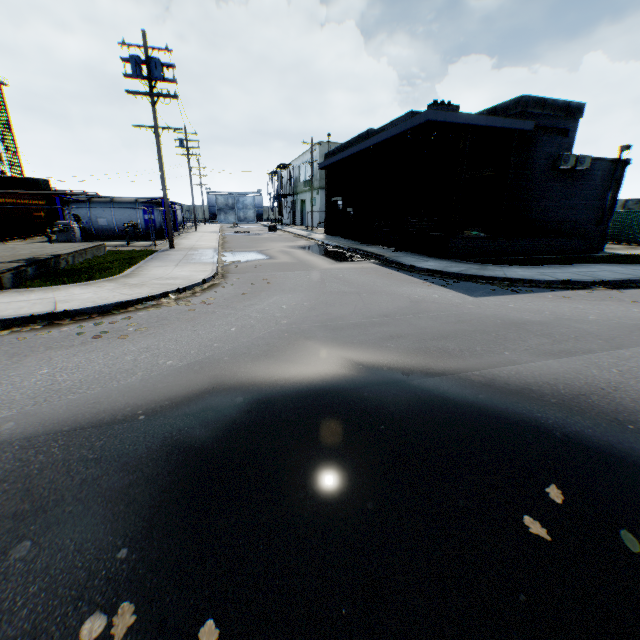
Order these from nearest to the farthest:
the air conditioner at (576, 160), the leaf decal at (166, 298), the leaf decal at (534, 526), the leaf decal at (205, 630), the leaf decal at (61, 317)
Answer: the leaf decal at (205, 630) → the leaf decal at (534, 526) → the leaf decal at (61, 317) → the leaf decal at (166, 298) → the air conditioner at (576, 160)

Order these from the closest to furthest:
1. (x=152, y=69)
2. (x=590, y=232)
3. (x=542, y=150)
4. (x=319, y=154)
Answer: (x=152, y=69), (x=542, y=150), (x=590, y=232), (x=319, y=154)

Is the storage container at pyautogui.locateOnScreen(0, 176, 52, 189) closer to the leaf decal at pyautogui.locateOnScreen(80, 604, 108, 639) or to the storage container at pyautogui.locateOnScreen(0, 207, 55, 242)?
the storage container at pyautogui.locateOnScreen(0, 207, 55, 242)

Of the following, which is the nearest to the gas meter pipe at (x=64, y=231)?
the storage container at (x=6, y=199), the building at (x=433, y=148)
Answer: the storage container at (x=6, y=199)

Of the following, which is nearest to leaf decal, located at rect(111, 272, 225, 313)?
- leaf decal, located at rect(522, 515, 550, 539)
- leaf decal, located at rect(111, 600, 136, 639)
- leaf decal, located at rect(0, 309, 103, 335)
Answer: leaf decal, located at rect(0, 309, 103, 335)

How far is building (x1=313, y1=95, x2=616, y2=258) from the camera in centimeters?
1472cm

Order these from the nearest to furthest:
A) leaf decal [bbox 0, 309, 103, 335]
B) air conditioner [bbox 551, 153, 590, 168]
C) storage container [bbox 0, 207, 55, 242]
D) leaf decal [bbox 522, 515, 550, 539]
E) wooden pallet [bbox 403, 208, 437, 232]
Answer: leaf decal [bbox 522, 515, 550, 539] < leaf decal [bbox 0, 309, 103, 335] < air conditioner [bbox 551, 153, 590, 168] < wooden pallet [bbox 403, 208, 437, 232] < storage container [bbox 0, 207, 55, 242]

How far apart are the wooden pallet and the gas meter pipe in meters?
19.4
